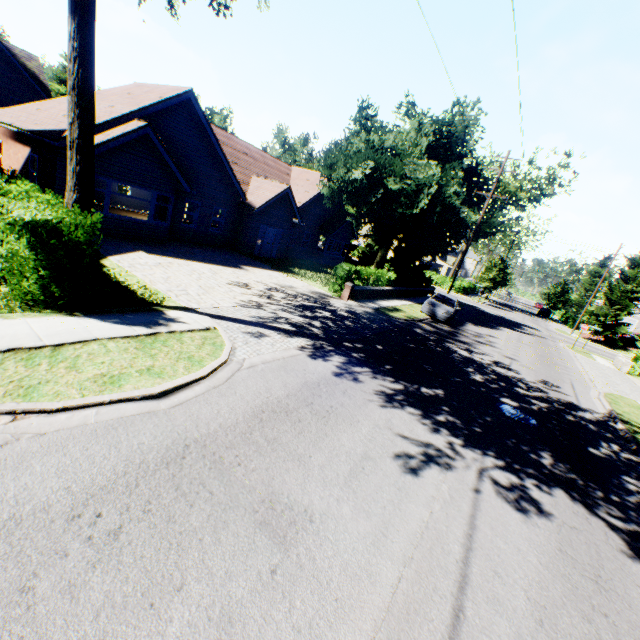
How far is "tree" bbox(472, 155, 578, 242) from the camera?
23.6m

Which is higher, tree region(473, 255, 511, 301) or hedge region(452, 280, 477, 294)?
tree region(473, 255, 511, 301)

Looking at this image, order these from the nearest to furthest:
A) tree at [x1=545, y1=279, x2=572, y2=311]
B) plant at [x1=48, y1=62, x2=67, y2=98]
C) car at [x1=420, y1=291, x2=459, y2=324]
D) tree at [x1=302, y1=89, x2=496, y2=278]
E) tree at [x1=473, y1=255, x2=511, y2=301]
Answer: car at [x1=420, y1=291, x2=459, y2=324] < tree at [x1=302, y1=89, x2=496, y2=278] < tree at [x1=473, y1=255, x2=511, y2=301] < plant at [x1=48, y1=62, x2=67, y2=98] < tree at [x1=545, y1=279, x2=572, y2=311]

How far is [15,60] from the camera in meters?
31.4 m

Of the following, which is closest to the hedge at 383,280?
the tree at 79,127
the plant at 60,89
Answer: the tree at 79,127

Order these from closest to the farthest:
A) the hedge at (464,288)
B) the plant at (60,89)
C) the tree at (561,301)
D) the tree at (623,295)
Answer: the tree at (623,295) < the hedge at (464,288) < the plant at (60,89) < the tree at (561,301)
